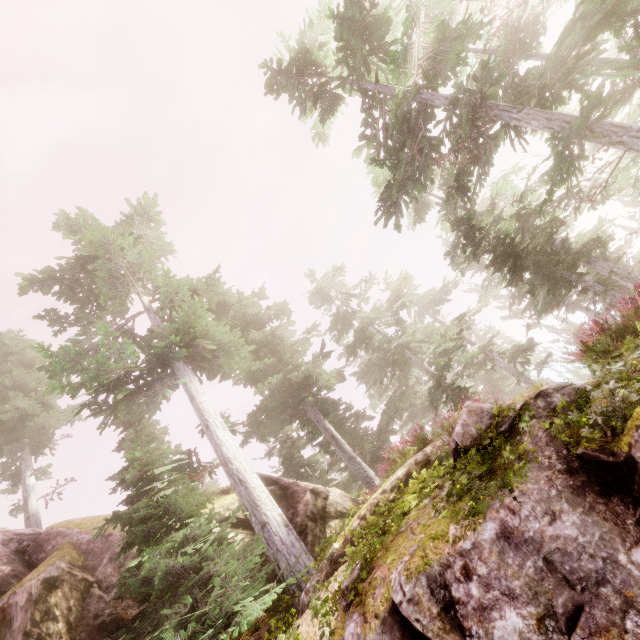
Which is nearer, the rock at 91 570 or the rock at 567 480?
the rock at 567 480

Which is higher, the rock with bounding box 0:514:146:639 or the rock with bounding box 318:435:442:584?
the rock with bounding box 0:514:146:639

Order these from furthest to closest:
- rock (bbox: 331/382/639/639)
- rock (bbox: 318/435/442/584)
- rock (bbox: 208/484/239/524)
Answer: rock (bbox: 208/484/239/524) → rock (bbox: 318/435/442/584) → rock (bbox: 331/382/639/639)

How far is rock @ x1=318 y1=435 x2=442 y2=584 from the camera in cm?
795

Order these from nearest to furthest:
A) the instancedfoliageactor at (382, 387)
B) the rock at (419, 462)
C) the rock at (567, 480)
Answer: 1. the rock at (567, 480)
2. the instancedfoliageactor at (382, 387)
3. the rock at (419, 462)

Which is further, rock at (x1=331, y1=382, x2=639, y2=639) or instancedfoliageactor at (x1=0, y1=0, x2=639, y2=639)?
instancedfoliageactor at (x1=0, y1=0, x2=639, y2=639)

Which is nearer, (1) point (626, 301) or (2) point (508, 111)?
(2) point (508, 111)
